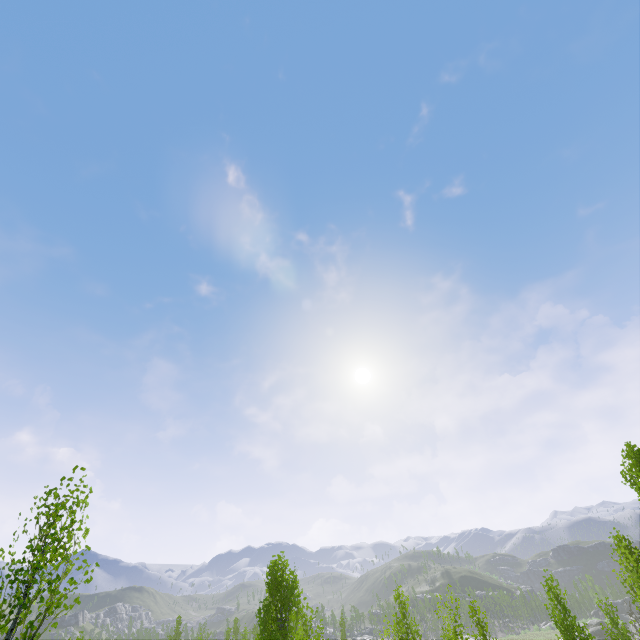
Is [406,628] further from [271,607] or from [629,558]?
[629,558]

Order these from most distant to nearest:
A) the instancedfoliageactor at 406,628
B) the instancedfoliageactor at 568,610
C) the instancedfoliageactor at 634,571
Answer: the instancedfoliageactor at 406,628 → the instancedfoliageactor at 568,610 → the instancedfoliageactor at 634,571

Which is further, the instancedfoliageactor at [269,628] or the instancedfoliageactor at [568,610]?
the instancedfoliageactor at [269,628]

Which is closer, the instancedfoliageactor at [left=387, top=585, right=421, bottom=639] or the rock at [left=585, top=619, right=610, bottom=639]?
the instancedfoliageactor at [left=387, top=585, right=421, bottom=639]

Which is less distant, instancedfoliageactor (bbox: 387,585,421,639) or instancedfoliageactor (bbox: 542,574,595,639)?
instancedfoliageactor (bbox: 542,574,595,639)

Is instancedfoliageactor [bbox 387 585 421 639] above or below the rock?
above
